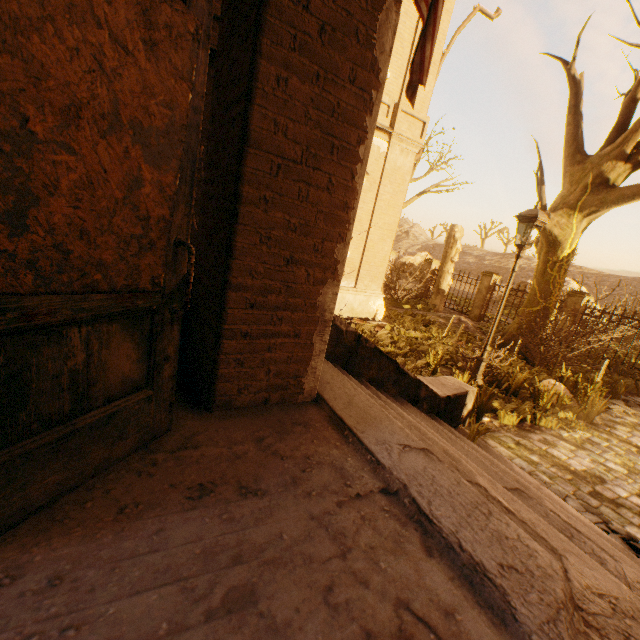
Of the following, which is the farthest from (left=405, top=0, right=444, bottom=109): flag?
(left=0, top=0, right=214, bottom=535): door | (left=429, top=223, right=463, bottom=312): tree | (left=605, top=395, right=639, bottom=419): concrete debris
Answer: (left=429, top=223, right=463, bottom=312): tree

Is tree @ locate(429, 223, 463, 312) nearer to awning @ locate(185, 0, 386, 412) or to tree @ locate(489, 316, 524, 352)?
awning @ locate(185, 0, 386, 412)

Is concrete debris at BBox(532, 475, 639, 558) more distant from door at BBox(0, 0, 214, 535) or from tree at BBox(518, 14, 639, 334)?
tree at BBox(518, 14, 639, 334)

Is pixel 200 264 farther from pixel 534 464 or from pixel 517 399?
pixel 517 399

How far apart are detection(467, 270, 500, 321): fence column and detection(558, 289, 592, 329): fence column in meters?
3.3 m

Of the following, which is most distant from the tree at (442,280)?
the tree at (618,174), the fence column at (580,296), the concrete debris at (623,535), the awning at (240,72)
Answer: the fence column at (580,296)

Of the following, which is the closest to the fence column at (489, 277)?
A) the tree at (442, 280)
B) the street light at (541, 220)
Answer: the street light at (541, 220)

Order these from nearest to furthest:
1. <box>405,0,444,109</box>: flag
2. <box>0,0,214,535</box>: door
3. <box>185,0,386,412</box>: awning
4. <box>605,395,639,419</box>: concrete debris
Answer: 1. <box>0,0,214,535</box>: door
2. <box>185,0,386,412</box>: awning
3. <box>405,0,444,109</box>: flag
4. <box>605,395,639,419</box>: concrete debris
